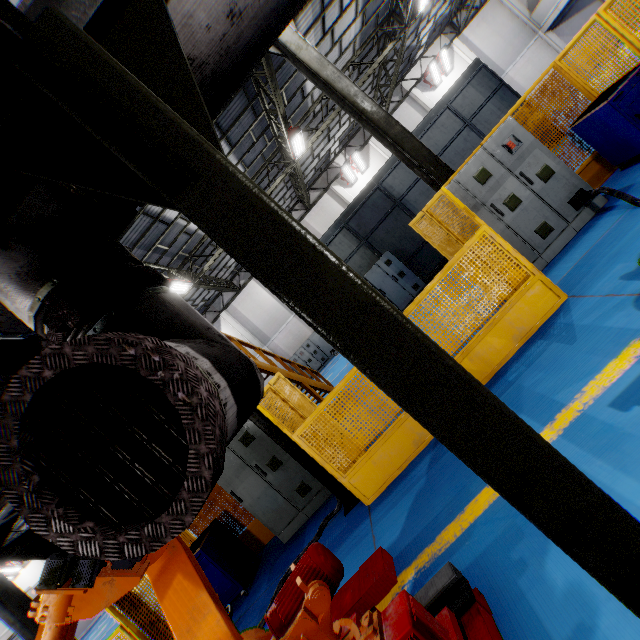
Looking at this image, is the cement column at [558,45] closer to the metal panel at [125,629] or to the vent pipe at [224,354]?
the metal panel at [125,629]

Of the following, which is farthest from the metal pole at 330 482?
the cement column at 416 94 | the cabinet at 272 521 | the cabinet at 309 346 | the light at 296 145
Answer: the cement column at 416 94

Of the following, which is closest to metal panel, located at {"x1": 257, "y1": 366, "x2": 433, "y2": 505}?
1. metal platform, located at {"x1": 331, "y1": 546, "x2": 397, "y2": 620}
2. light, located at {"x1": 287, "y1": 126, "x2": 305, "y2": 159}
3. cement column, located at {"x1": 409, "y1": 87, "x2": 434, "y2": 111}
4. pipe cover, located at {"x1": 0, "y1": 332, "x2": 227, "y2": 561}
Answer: metal platform, located at {"x1": 331, "y1": 546, "x2": 397, "y2": 620}

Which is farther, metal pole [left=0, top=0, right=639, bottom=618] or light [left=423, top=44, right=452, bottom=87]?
light [left=423, top=44, right=452, bottom=87]

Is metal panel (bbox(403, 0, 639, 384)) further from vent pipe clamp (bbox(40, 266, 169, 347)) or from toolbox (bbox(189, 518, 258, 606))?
vent pipe clamp (bbox(40, 266, 169, 347))

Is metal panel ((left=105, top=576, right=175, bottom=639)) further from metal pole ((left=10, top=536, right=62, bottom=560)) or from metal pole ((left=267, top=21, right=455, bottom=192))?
metal pole ((left=267, top=21, right=455, bottom=192))

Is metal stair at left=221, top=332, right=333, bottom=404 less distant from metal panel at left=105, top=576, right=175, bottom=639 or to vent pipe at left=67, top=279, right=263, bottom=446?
metal panel at left=105, top=576, right=175, bottom=639

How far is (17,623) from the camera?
8.2m
